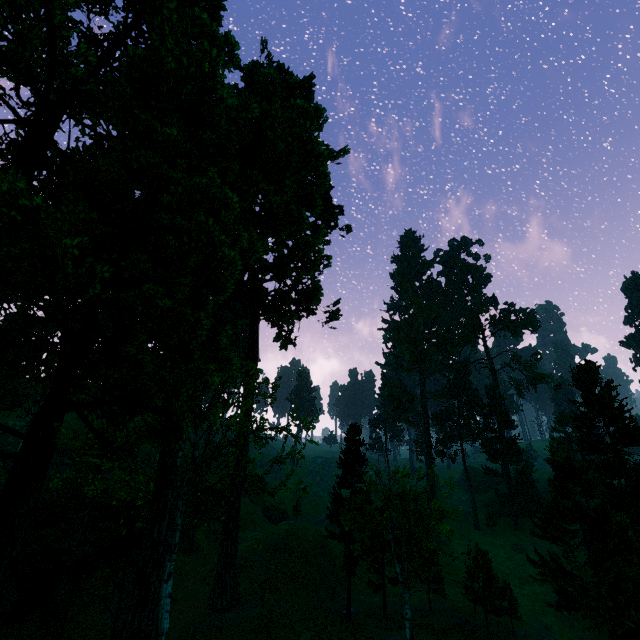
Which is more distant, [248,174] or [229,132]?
[248,174]

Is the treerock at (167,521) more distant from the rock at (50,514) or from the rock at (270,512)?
the rock at (270,512)

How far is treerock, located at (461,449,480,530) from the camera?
54.4 meters

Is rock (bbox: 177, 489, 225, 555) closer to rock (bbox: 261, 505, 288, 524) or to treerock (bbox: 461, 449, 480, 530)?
treerock (bbox: 461, 449, 480, 530)

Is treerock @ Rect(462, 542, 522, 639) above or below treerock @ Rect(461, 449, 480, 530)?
below

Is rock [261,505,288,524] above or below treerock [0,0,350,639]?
below

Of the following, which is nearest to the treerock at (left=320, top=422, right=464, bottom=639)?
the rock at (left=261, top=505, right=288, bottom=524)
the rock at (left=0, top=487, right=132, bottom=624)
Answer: the rock at (left=0, top=487, right=132, bottom=624)

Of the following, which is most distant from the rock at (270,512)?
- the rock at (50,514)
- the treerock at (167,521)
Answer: the treerock at (167,521)
